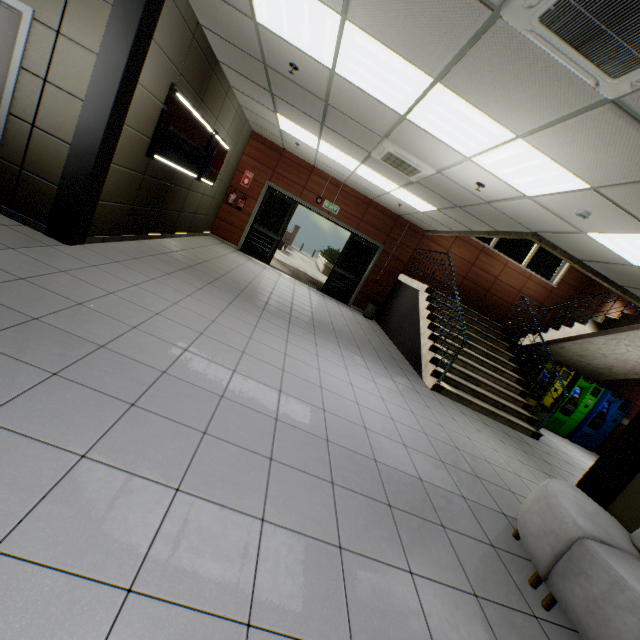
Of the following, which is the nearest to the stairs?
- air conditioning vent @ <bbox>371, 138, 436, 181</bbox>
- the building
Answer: the building

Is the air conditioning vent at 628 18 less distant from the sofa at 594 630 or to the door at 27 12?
the sofa at 594 630

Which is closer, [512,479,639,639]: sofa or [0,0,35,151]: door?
[512,479,639,639]: sofa

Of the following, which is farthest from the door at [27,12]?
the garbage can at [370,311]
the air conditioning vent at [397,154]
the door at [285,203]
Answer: the garbage can at [370,311]

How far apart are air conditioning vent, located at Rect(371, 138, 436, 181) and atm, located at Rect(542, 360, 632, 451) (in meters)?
6.30

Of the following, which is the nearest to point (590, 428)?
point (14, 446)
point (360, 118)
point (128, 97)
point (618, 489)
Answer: point (618, 489)

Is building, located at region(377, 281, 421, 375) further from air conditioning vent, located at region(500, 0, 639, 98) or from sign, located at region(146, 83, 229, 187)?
sign, located at region(146, 83, 229, 187)

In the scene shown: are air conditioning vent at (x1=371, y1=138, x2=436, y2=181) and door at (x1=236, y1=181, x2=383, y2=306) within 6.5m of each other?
yes
